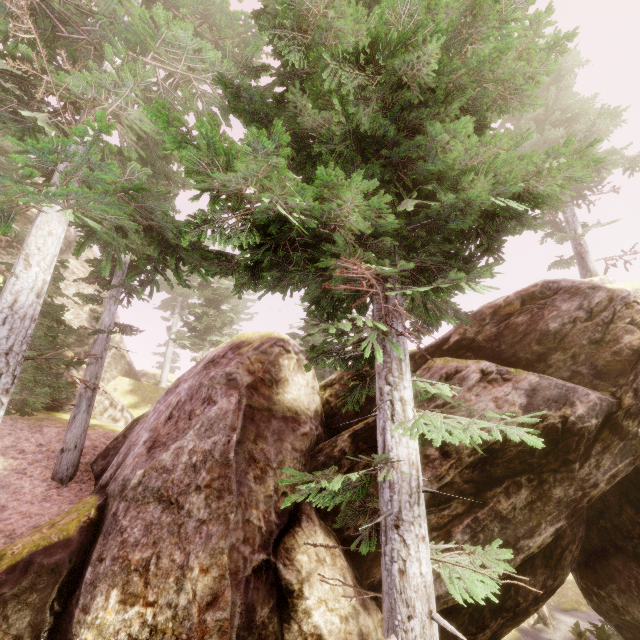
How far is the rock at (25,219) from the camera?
22.53m

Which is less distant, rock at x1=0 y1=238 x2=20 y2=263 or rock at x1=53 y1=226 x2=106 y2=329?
rock at x1=0 y1=238 x2=20 y2=263

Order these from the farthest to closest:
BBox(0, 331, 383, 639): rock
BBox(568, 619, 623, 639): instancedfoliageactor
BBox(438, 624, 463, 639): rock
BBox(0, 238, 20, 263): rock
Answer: BBox(0, 238, 20, 263): rock
BBox(568, 619, 623, 639): instancedfoliageactor
BBox(438, 624, 463, 639): rock
BBox(0, 331, 383, 639): rock

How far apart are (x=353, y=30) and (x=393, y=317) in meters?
4.3 m

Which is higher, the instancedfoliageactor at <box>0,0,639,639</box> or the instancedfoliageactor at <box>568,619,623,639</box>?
the instancedfoliageactor at <box>0,0,639,639</box>

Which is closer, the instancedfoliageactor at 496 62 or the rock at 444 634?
the instancedfoliageactor at 496 62

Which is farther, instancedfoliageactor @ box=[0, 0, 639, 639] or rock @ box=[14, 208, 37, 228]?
rock @ box=[14, 208, 37, 228]
